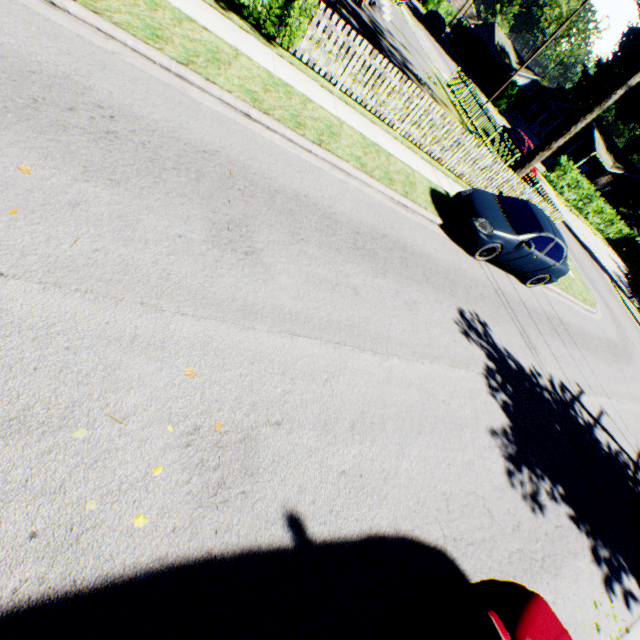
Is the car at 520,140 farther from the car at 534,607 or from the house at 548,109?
the car at 534,607

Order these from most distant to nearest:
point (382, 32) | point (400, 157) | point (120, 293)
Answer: point (382, 32) → point (400, 157) → point (120, 293)

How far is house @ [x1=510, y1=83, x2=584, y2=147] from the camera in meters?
41.4 m

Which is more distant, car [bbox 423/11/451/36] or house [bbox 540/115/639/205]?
car [bbox 423/11/451/36]

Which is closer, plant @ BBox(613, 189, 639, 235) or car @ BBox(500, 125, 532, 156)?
car @ BBox(500, 125, 532, 156)

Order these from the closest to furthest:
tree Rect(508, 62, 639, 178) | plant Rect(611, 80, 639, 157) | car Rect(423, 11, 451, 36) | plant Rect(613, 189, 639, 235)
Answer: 1. tree Rect(508, 62, 639, 178)
2. plant Rect(611, 80, 639, 157)
3. plant Rect(613, 189, 639, 235)
4. car Rect(423, 11, 451, 36)

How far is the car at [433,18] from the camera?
43.81m

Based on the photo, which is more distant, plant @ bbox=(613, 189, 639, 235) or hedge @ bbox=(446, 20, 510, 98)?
plant @ bbox=(613, 189, 639, 235)
